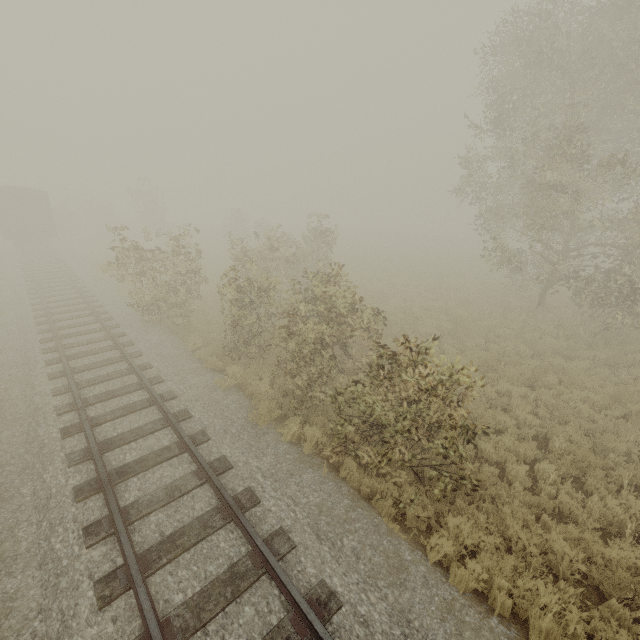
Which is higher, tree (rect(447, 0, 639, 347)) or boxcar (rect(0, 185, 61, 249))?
tree (rect(447, 0, 639, 347))

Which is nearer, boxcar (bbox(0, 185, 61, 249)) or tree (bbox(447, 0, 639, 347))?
tree (bbox(447, 0, 639, 347))

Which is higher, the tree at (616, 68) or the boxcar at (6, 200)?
the tree at (616, 68)

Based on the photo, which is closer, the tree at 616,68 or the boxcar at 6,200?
the tree at 616,68

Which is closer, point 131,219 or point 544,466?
point 544,466
